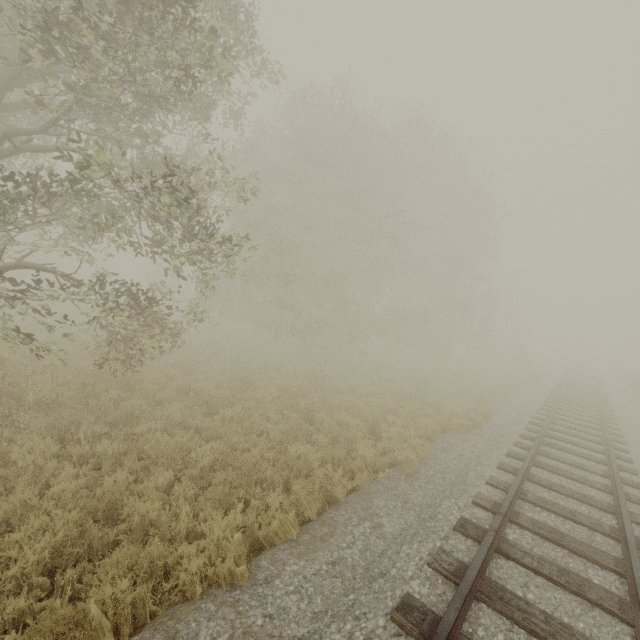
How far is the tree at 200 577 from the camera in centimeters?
349cm

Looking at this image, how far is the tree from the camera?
3.5m

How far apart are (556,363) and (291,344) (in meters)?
35.40
